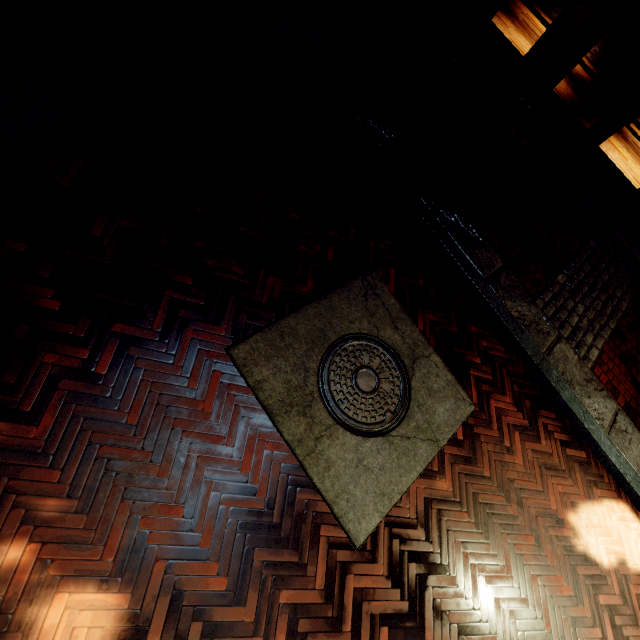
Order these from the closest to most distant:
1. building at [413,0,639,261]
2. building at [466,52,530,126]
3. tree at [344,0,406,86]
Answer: tree at [344,0,406,86] → building at [413,0,639,261] → building at [466,52,530,126]

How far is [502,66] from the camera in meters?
6.4 m

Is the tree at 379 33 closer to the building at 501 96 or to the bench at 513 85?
the building at 501 96

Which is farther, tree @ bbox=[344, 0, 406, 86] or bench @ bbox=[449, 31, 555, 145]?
bench @ bbox=[449, 31, 555, 145]

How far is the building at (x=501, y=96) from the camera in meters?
6.9 m

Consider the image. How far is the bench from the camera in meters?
6.1 m

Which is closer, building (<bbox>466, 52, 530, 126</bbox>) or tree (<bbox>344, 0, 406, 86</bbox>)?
tree (<bbox>344, 0, 406, 86</bbox>)
